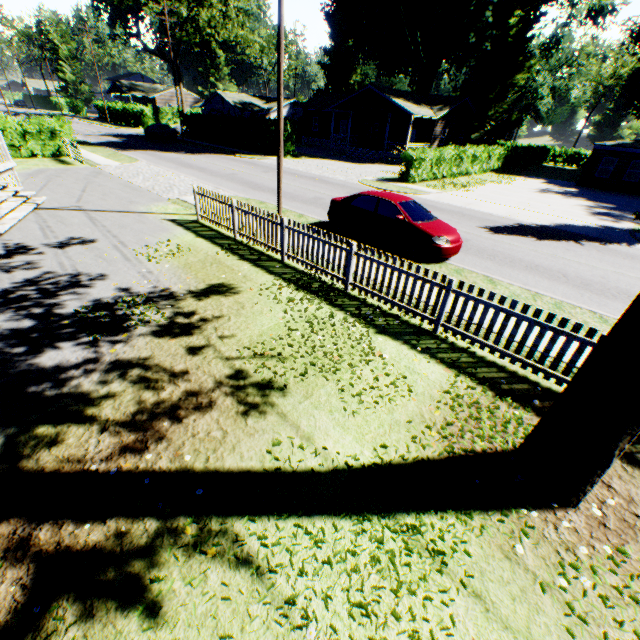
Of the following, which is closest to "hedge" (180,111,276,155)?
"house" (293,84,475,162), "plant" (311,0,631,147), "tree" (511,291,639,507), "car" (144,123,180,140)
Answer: "car" (144,123,180,140)

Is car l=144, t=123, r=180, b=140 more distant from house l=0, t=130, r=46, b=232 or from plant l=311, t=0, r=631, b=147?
plant l=311, t=0, r=631, b=147

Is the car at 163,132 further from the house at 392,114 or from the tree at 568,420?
the tree at 568,420

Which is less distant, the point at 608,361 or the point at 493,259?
A: the point at 608,361

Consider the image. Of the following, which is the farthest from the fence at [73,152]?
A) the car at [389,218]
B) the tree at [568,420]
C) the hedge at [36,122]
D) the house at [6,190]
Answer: the tree at [568,420]

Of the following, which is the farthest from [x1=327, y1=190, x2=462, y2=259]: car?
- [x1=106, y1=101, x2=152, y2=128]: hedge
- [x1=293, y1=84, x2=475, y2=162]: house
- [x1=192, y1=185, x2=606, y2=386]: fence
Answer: [x1=106, y1=101, x2=152, y2=128]: hedge

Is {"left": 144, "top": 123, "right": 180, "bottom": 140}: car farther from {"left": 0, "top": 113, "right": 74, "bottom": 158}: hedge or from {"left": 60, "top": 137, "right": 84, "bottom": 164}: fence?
{"left": 60, "top": 137, "right": 84, "bottom": 164}: fence

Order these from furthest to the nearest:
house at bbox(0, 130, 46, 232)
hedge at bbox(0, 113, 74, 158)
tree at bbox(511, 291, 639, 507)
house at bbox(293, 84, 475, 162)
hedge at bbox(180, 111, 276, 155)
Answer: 1. house at bbox(293, 84, 475, 162)
2. hedge at bbox(180, 111, 276, 155)
3. hedge at bbox(0, 113, 74, 158)
4. house at bbox(0, 130, 46, 232)
5. tree at bbox(511, 291, 639, 507)
